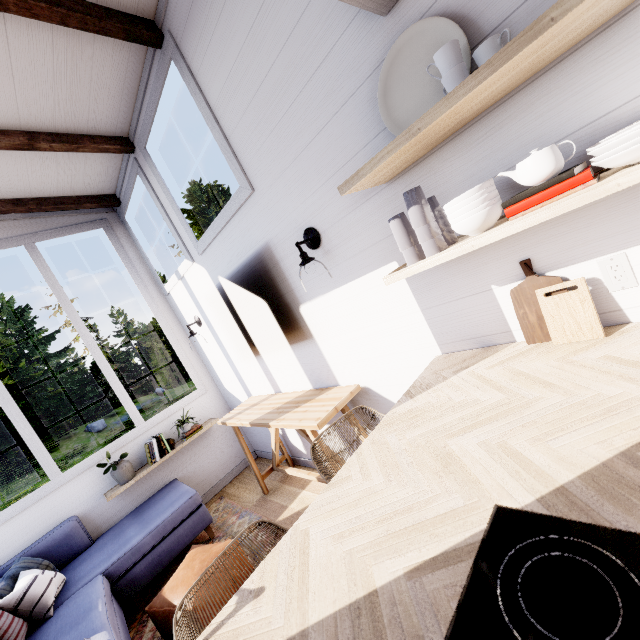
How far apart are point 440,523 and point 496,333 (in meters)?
1.02

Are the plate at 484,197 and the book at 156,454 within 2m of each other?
no

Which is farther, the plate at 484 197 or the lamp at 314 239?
the lamp at 314 239

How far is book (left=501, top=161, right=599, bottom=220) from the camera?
0.9 meters

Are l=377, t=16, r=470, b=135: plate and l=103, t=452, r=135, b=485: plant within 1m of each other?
no

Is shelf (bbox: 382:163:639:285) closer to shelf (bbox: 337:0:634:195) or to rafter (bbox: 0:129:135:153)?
shelf (bbox: 337:0:634:195)

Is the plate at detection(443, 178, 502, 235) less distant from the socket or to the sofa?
the socket

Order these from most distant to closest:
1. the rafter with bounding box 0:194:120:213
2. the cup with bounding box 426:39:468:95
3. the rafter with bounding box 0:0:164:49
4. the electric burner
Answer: the rafter with bounding box 0:194:120:213 < the rafter with bounding box 0:0:164:49 < the cup with bounding box 426:39:468:95 < the electric burner
